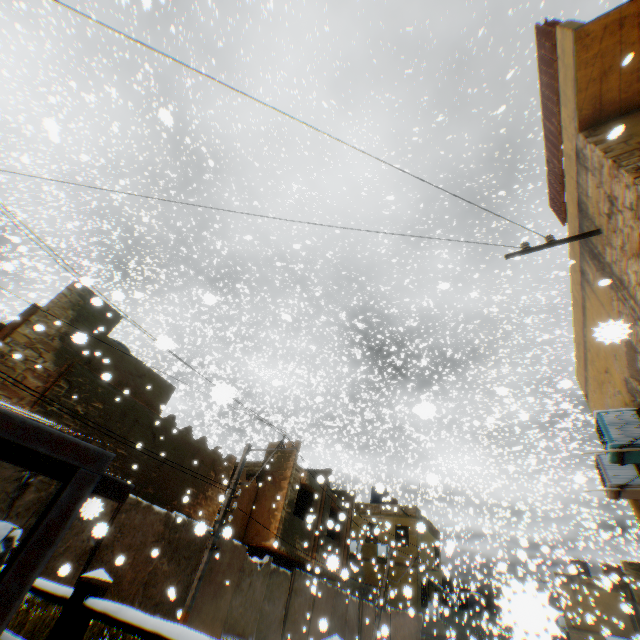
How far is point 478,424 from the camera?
8.35m

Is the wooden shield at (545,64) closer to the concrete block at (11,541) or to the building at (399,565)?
the building at (399,565)

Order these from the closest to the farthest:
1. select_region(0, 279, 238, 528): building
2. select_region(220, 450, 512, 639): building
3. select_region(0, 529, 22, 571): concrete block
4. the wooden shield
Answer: select_region(0, 529, 22, 571): concrete block < the wooden shield < select_region(0, 279, 238, 528): building < select_region(220, 450, 512, 639): building

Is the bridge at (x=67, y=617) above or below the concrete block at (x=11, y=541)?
below

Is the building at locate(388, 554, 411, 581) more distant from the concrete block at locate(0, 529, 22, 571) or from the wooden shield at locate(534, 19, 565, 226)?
the concrete block at locate(0, 529, 22, 571)

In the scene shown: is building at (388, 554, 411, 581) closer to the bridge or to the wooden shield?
the wooden shield

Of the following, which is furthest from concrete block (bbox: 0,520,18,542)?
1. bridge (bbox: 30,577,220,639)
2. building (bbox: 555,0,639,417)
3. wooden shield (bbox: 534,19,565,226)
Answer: wooden shield (bbox: 534,19,565,226)

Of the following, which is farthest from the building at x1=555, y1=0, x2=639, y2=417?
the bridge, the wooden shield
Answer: the bridge
